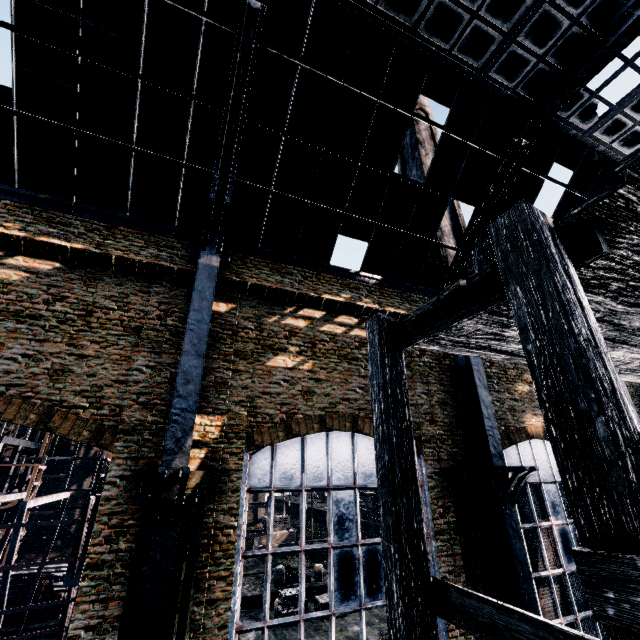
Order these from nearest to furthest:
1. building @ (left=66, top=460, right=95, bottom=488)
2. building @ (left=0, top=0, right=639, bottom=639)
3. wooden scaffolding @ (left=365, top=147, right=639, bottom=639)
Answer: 1. wooden scaffolding @ (left=365, top=147, right=639, bottom=639)
2. building @ (left=0, top=0, right=639, bottom=639)
3. building @ (left=66, top=460, right=95, bottom=488)

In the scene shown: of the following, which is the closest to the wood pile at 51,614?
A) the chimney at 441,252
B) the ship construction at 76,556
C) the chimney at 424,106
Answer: the ship construction at 76,556

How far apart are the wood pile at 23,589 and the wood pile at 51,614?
0.3m

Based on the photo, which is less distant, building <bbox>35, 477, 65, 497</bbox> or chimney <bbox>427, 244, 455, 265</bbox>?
chimney <bbox>427, 244, 455, 265</bbox>

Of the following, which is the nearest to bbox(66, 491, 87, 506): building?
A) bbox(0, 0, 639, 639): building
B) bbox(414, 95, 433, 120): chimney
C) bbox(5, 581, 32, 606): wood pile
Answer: bbox(5, 581, 32, 606): wood pile

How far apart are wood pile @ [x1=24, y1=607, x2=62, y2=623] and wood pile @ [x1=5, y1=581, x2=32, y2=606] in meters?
0.3

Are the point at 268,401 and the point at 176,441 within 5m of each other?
yes

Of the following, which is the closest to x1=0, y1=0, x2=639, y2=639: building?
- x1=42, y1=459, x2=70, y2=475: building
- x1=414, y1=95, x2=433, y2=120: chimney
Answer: x1=414, y1=95, x2=433, y2=120: chimney
